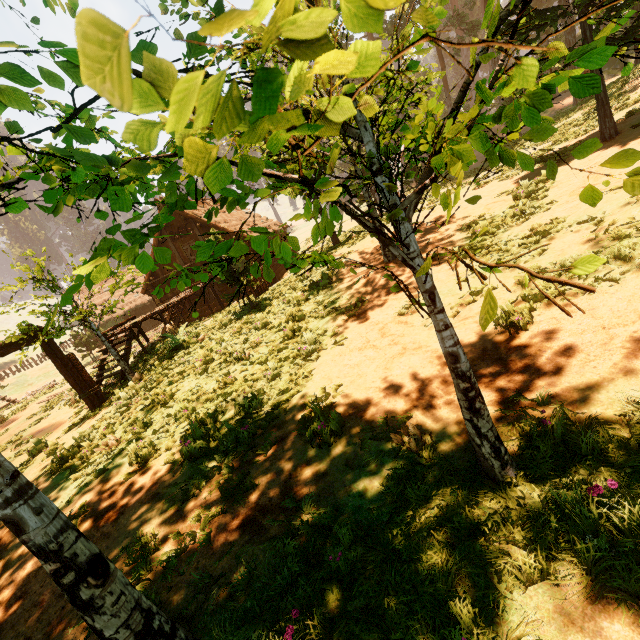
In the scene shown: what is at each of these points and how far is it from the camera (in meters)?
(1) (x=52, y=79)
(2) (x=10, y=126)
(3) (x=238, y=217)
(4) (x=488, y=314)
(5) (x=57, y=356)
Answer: (1) treerock, 1.84
(2) treerock, 2.08
(3) building, 25.05
(4) treerock, 1.20
(5) fence arch, 10.88

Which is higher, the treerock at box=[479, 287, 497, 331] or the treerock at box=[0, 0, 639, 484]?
the treerock at box=[0, 0, 639, 484]

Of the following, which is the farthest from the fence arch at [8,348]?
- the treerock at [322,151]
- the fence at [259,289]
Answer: the fence at [259,289]

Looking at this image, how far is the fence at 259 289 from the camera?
16.7 meters

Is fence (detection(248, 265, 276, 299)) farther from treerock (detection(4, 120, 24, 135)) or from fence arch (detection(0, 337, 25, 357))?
fence arch (detection(0, 337, 25, 357))

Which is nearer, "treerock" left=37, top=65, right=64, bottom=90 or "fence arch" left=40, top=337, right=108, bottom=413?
"treerock" left=37, top=65, right=64, bottom=90

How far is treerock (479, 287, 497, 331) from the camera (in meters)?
1.17

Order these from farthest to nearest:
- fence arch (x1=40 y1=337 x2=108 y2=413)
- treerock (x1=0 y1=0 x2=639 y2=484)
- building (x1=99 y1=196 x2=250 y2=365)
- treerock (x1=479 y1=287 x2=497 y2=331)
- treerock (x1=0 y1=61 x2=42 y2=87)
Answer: building (x1=99 y1=196 x2=250 y2=365), fence arch (x1=40 y1=337 x2=108 y2=413), treerock (x1=0 y1=61 x2=42 y2=87), treerock (x1=479 y1=287 x2=497 y2=331), treerock (x1=0 y1=0 x2=639 y2=484)
